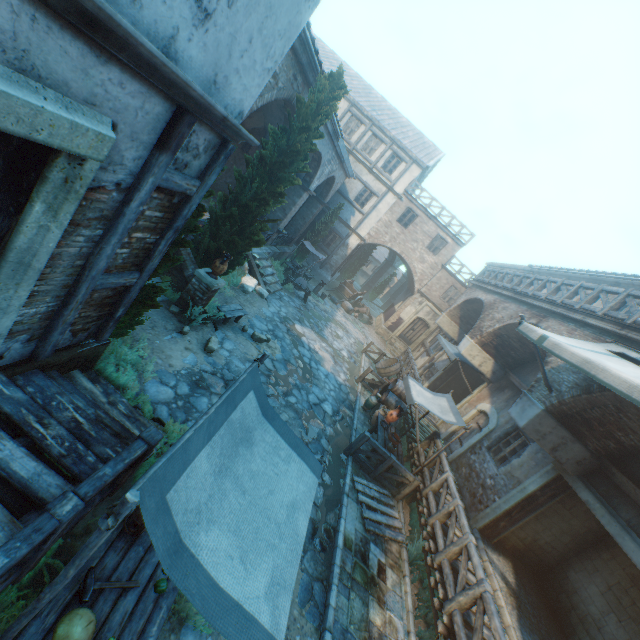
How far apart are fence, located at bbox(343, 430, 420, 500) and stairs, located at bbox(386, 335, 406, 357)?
15.2m

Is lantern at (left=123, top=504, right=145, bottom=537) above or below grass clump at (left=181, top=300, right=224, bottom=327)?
above

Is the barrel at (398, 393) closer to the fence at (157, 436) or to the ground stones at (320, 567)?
the ground stones at (320, 567)

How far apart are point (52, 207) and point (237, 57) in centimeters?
239cm

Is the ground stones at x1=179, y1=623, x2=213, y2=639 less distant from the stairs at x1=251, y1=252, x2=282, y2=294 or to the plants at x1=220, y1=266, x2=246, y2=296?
the plants at x1=220, y1=266, x2=246, y2=296

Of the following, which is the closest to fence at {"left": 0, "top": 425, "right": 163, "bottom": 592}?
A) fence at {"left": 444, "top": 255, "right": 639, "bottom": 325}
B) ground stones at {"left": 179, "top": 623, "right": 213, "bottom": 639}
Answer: ground stones at {"left": 179, "top": 623, "right": 213, "bottom": 639}

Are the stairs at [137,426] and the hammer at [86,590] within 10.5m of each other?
yes

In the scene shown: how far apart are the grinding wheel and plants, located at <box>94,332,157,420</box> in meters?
11.2 m
